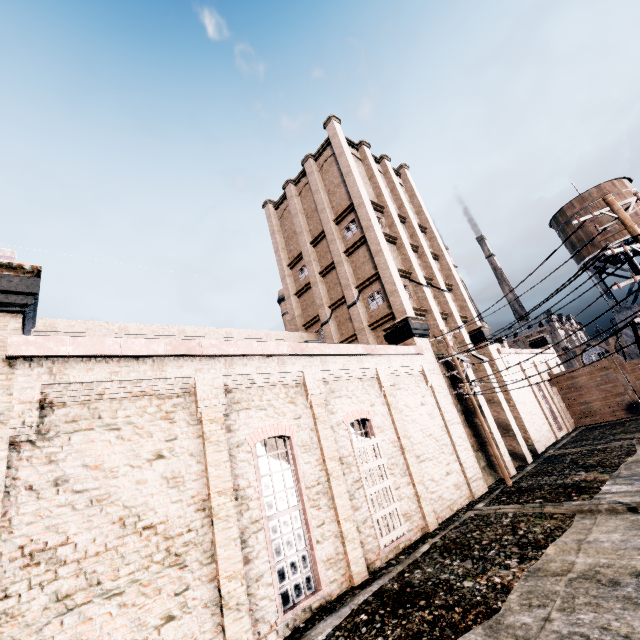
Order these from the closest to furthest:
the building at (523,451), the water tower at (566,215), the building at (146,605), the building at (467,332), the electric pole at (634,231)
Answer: the building at (146,605) → the electric pole at (634,231) → the building at (523,451) → the building at (467,332) → the water tower at (566,215)

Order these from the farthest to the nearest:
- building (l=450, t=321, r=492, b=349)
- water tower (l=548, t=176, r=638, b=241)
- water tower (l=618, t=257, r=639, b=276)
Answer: water tower (l=548, t=176, r=638, b=241) → water tower (l=618, t=257, r=639, b=276) → building (l=450, t=321, r=492, b=349)

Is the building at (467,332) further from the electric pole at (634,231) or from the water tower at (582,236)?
the water tower at (582,236)

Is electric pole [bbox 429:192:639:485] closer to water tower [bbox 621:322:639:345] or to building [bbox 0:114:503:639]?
building [bbox 0:114:503:639]

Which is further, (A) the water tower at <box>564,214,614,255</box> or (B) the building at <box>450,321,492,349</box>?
(A) the water tower at <box>564,214,614,255</box>

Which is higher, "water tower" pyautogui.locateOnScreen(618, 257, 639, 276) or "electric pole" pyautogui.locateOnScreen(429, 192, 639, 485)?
"water tower" pyautogui.locateOnScreen(618, 257, 639, 276)

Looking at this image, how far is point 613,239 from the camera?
32.9m
